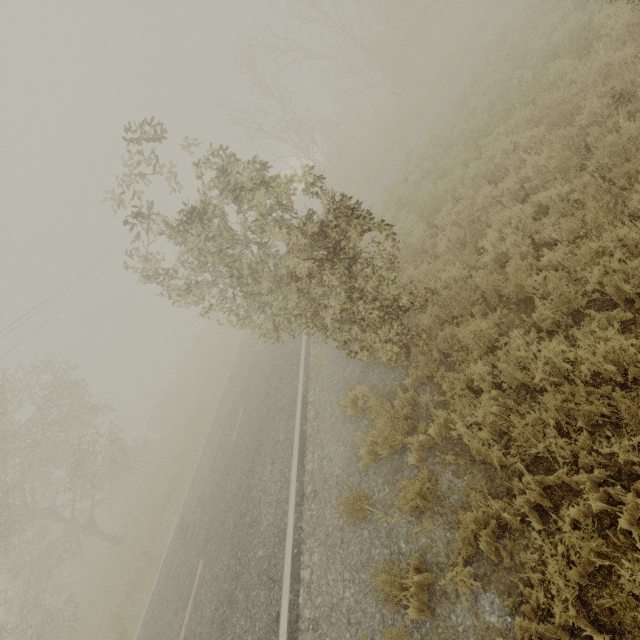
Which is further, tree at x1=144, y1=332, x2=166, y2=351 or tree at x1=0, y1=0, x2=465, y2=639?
tree at x1=144, y1=332, x2=166, y2=351

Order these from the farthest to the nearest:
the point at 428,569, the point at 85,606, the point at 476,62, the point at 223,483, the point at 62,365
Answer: the point at 62,365 < the point at 85,606 < the point at 476,62 < the point at 223,483 < the point at 428,569

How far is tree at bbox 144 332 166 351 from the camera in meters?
56.0 m

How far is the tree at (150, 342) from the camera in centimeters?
5597cm

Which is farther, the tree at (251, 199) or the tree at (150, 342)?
the tree at (150, 342)
